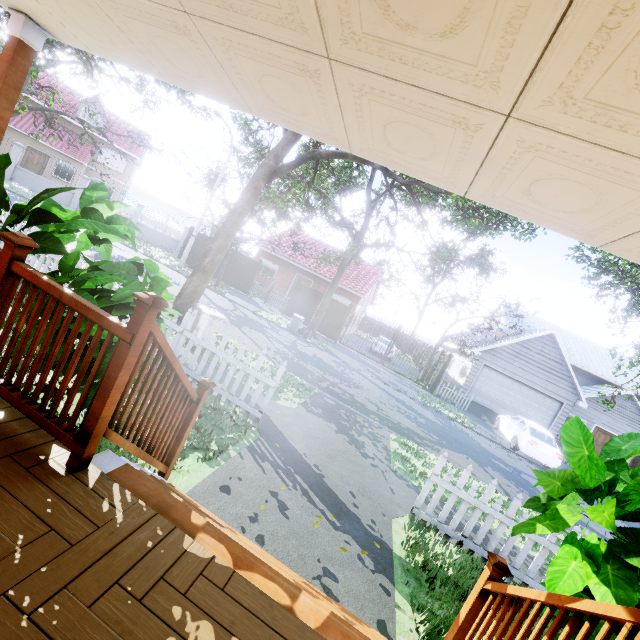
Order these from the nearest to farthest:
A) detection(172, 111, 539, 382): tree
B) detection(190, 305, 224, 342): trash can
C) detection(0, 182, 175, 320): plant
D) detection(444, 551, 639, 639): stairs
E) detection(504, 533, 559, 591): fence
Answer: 1. detection(444, 551, 639, 639): stairs
2. detection(0, 182, 175, 320): plant
3. detection(504, 533, 559, 591): fence
4. detection(190, 305, 224, 342): trash can
5. detection(172, 111, 539, 382): tree

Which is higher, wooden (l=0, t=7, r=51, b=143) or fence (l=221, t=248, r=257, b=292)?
wooden (l=0, t=7, r=51, b=143)

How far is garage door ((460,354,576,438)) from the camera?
19.6 meters

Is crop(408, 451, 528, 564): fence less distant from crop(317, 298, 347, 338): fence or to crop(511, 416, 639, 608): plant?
crop(511, 416, 639, 608): plant

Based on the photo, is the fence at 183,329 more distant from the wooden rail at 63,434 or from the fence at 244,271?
the fence at 244,271

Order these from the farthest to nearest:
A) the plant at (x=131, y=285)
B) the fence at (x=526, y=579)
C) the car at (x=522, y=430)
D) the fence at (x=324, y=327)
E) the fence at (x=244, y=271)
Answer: the fence at (x=244, y=271), the fence at (x=324, y=327), the car at (x=522, y=430), the fence at (x=526, y=579), the plant at (x=131, y=285)

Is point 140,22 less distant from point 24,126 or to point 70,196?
point 70,196

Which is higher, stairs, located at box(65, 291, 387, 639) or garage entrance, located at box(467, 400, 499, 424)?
stairs, located at box(65, 291, 387, 639)
